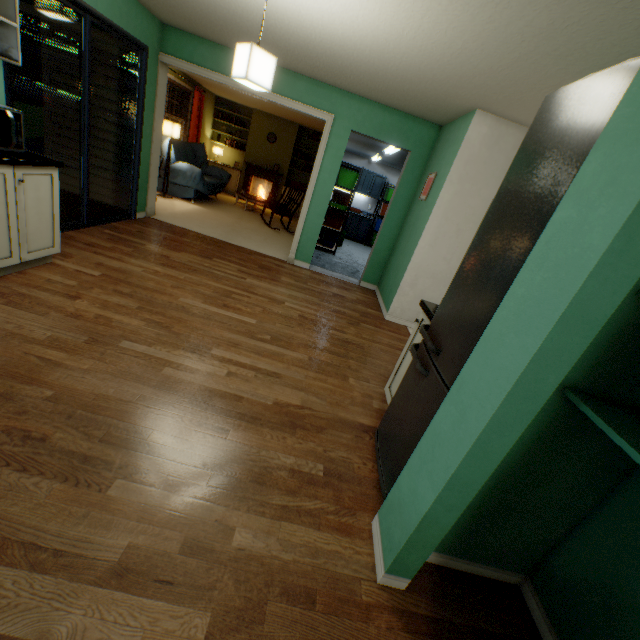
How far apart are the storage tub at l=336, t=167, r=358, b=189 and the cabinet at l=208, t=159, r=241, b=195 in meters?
4.0 m

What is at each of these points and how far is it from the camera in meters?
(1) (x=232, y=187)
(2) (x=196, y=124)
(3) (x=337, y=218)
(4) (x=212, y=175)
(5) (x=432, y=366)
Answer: (1) cabinet, 10.1
(2) blinds, 8.3
(3) storage tub, 7.5
(4) sofa, 8.4
(5) refrigerator, 1.6

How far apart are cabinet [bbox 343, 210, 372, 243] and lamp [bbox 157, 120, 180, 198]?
4.6m

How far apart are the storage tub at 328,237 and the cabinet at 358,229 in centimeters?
240cm

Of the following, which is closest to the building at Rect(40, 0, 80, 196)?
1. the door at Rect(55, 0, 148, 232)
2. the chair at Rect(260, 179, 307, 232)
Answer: the door at Rect(55, 0, 148, 232)

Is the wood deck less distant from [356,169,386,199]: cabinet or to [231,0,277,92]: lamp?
[231,0,277,92]: lamp

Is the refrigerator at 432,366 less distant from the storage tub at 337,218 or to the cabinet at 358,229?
the storage tub at 337,218

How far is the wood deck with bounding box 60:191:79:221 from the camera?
4.10m
